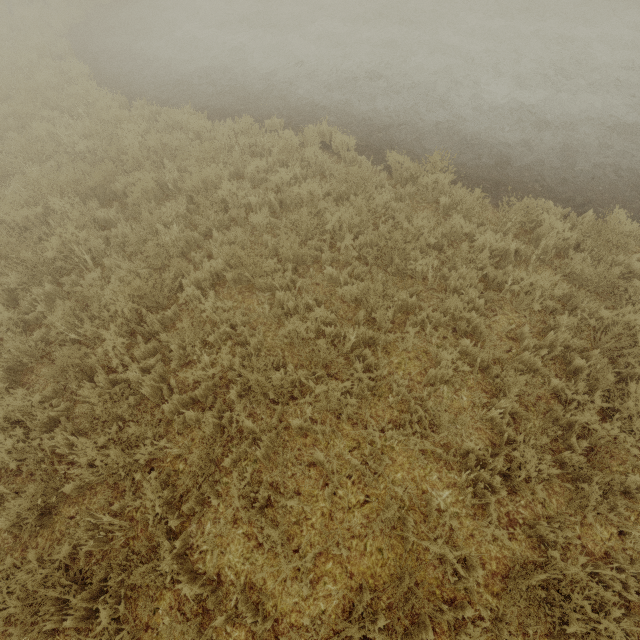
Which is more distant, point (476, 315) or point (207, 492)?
point (476, 315)
